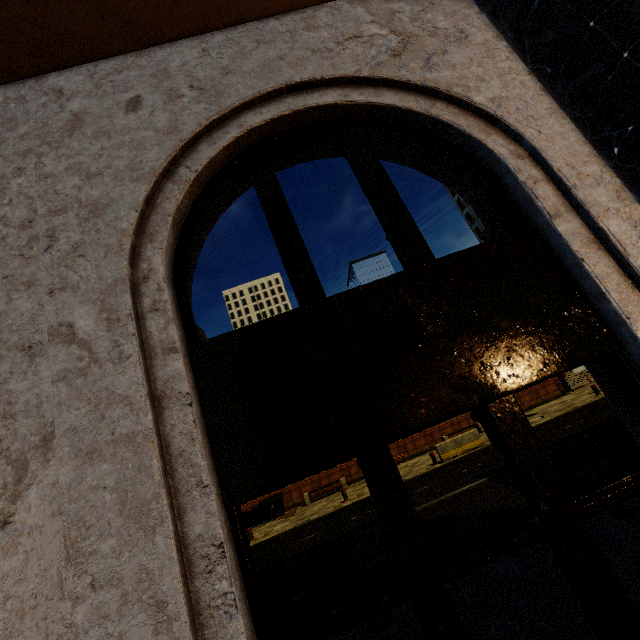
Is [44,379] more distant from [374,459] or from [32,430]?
[374,459]

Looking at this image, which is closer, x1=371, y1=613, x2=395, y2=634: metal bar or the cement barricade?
x1=371, y1=613, x2=395, y2=634: metal bar

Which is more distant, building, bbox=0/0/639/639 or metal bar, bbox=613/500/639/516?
metal bar, bbox=613/500/639/516

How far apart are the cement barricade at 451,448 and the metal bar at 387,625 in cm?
1165

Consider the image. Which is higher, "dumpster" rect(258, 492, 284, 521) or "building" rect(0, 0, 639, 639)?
"building" rect(0, 0, 639, 639)

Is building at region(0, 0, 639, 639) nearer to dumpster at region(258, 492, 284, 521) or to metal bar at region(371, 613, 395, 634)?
metal bar at region(371, 613, 395, 634)

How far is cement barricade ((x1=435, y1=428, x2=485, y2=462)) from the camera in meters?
16.2

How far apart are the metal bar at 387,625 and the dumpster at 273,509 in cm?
1499
